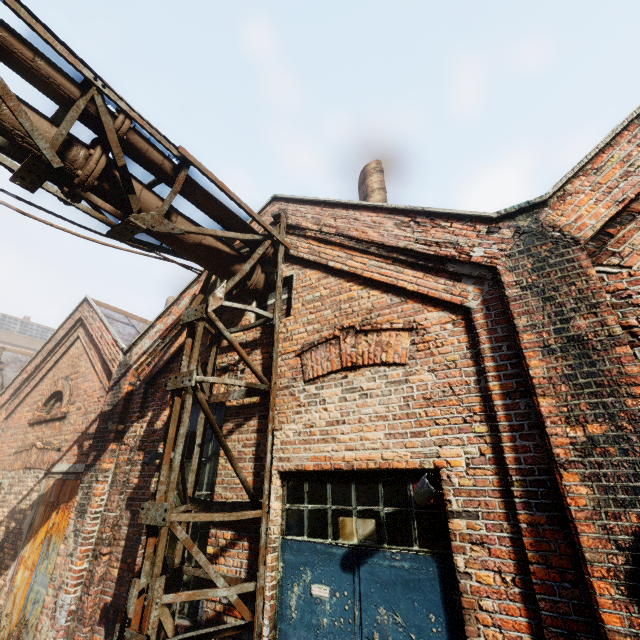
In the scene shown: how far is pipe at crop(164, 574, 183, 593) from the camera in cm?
358

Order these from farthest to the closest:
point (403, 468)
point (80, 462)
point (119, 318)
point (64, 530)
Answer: point (119, 318) < point (80, 462) < point (64, 530) < point (403, 468)

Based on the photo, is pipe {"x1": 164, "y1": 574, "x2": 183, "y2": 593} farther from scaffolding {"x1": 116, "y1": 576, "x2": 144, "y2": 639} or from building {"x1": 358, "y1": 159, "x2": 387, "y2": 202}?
building {"x1": 358, "y1": 159, "x2": 387, "y2": 202}

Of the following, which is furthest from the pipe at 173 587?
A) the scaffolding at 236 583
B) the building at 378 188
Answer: the building at 378 188

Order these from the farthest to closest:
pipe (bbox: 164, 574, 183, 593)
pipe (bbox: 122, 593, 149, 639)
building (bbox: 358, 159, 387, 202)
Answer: building (bbox: 358, 159, 387, 202), pipe (bbox: 164, 574, 183, 593), pipe (bbox: 122, 593, 149, 639)

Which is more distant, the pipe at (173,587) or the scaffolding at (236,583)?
the pipe at (173,587)
